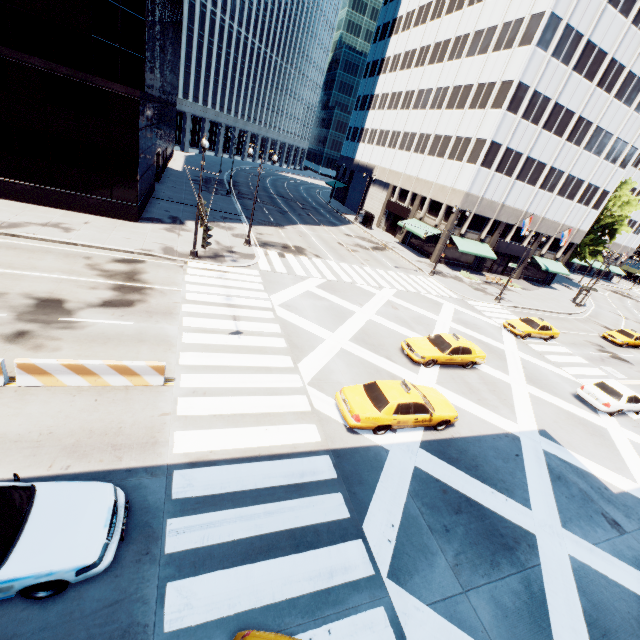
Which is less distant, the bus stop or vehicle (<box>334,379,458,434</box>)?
vehicle (<box>334,379,458,434</box>)

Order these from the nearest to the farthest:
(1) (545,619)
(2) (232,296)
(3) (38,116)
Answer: (1) (545,619), (2) (232,296), (3) (38,116)

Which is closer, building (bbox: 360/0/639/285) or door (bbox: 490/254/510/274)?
building (bbox: 360/0/639/285)

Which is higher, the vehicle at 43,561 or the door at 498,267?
the door at 498,267

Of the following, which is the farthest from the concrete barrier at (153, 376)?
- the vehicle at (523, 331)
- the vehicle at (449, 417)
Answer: the vehicle at (523, 331)

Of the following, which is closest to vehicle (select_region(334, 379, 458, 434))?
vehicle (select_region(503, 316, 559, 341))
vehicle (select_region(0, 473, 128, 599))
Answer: vehicle (select_region(0, 473, 128, 599))

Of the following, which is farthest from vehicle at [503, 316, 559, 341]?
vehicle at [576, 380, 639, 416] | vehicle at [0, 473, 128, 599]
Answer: vehicle at [0, 473, 128, 599]

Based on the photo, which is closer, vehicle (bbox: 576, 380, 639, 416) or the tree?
vehicle (bbox: 576, 380, 639, 416)
